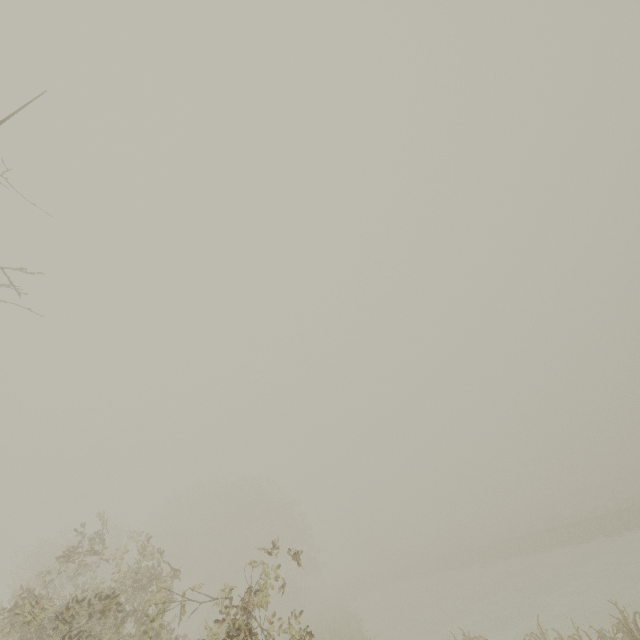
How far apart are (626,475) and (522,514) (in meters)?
18.92
